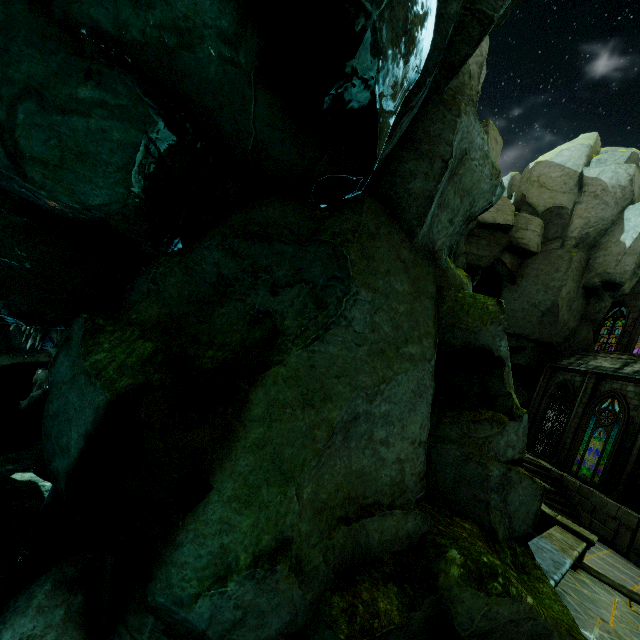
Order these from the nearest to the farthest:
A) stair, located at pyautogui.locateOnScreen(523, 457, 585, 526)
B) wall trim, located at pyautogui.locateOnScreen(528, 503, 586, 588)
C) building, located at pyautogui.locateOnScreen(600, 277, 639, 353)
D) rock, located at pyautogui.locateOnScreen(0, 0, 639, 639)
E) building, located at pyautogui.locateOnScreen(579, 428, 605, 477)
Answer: rock, located at pyautogui.locateOnScreen(0, 0, 639, 639) → wall trim, located at pyautogui.locateOnScreen(528, 503, 586, 588) → stair, located at pyautogui.locateOnScreen(523, 457, 585, 526) → building, located at pyautogui.locateOnScreen(579, 428, 605, 477) → building, located at pyautogui.locateOnScreen(600, 277, 639, 353)

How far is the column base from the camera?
8.92m

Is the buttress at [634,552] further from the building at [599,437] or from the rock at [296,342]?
the rock at [296,342]

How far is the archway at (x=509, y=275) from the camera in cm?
2239

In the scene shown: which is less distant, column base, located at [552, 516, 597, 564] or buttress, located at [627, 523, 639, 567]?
column base, located at [552, 516, 597, 564]

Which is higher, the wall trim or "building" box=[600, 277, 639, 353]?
"building" box=[600, 277, 639, 353]

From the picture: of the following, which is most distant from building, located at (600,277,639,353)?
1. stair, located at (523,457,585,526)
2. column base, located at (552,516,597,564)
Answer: column base, located at (552,516,597,564)

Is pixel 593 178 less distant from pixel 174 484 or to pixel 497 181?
pixel 497 181
